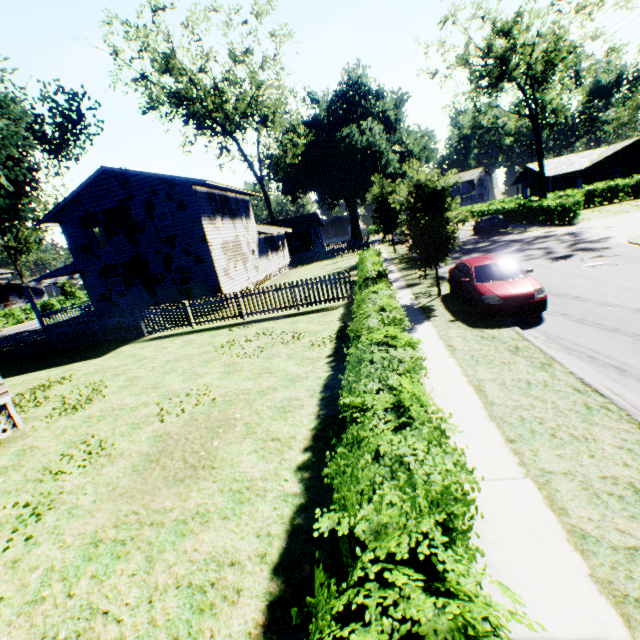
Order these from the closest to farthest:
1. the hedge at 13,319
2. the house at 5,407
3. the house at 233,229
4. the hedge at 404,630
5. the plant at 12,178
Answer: the hedge at 404,630, the house at 5,407, the plant at 12,178, the house at 233,229, the hedge at 13,319

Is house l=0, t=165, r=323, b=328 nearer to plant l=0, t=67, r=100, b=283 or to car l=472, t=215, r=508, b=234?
plant l=0, t=67, r=100, b=283

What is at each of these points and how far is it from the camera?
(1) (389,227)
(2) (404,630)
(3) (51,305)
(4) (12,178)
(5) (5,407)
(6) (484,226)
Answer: (1) plant, 30.1m
(2) hedge, 1.7m
(3) hedge, 48.6m
(4) plant, 20.8m
(5) house, 9.5m
(6) car, 32.2m

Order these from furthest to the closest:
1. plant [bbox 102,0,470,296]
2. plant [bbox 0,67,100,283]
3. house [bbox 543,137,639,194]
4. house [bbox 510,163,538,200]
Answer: house [bbox 510,163,538,200] < house [bbox 543,137,639,194] < plant [bbox 0,67,100,283] < plant [bbox 102,0,470,296]

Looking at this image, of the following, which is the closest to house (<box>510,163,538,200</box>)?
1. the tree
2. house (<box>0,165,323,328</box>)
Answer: the tree

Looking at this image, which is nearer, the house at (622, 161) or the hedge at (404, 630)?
the hedge at (404, 630)

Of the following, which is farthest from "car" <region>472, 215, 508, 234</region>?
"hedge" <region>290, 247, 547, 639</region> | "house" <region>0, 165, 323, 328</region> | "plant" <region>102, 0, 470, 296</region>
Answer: "house" <region>0, 165, 323, 328</region>

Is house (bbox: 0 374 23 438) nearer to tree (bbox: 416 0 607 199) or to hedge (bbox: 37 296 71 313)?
Answer: hedge (bbox: 37 296 71 313)
